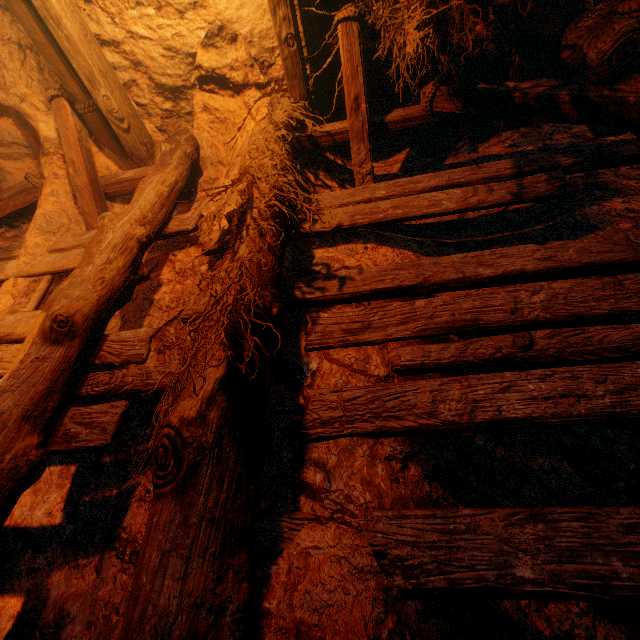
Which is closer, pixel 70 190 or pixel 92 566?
pixel 92 566
